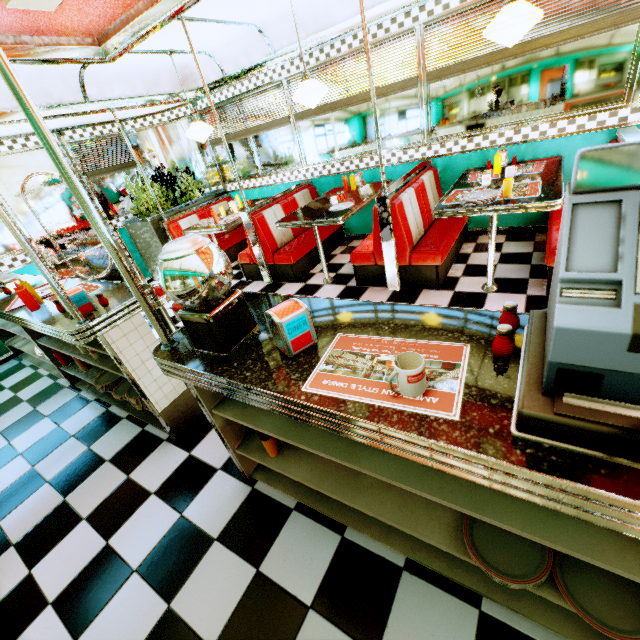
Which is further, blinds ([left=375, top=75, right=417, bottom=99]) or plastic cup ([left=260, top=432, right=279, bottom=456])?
blinds ([left=375, top=75, right=417, bottom=99])

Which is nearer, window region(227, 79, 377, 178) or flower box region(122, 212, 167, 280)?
window region(227, 79, 377, 178)

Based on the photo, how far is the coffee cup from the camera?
0.9m

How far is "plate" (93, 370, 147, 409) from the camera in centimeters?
249cm

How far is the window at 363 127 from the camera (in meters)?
4.59

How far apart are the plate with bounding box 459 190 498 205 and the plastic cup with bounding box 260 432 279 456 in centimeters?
251cm

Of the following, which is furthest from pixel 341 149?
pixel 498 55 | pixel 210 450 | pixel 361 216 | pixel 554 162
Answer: pixel 210 450
